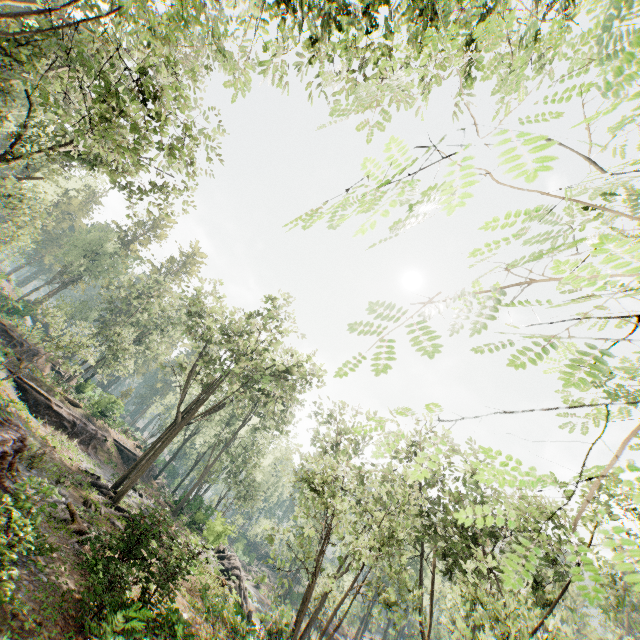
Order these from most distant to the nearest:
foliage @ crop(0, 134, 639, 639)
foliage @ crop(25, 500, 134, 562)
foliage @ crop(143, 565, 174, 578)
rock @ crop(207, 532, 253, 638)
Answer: rock @ crop(207, 532, 253, 638)
foliage @ crop(143, 565, 174, 578)
foliage @ crop(25, 500, 134, 562)
foliage @ crop(0, 134, 639, 639)

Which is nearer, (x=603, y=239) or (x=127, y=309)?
(x=603, y=239)

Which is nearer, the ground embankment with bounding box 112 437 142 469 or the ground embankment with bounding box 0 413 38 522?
the ground embankment with bounding box 0 413 38 522

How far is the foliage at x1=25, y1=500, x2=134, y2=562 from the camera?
9.0 meters

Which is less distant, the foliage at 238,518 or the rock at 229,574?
the rock at 229,574

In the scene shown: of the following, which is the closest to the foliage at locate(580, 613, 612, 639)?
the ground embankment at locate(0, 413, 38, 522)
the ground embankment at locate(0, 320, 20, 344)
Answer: the ground embankment at locate(0, 413, 38, 522)

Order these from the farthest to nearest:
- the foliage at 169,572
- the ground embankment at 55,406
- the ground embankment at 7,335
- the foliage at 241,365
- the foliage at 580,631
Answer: the ground embankment at 7,335, the ground embankment at 55,406, the foliage at 580,631, the foliage at 169,572, the foliage at 241,365

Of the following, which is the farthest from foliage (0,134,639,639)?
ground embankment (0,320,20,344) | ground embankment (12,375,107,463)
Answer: ground embankment (12,375,107,463)
